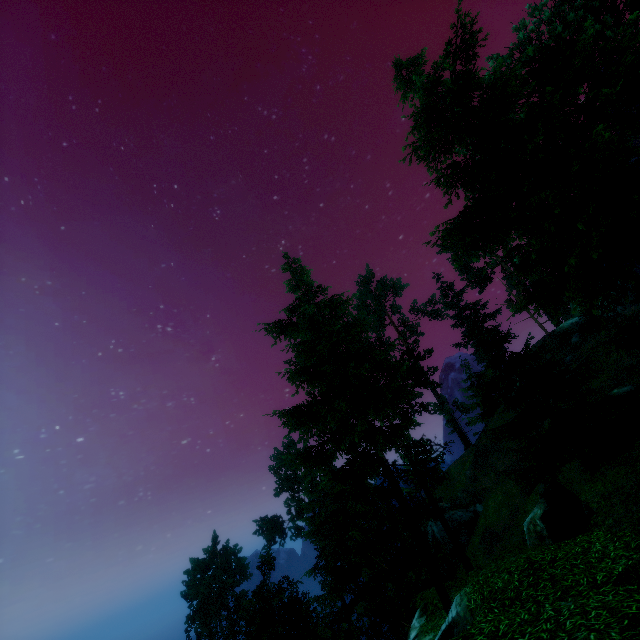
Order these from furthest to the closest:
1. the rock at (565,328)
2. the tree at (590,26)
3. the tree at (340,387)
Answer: the rock at (565,328) < the tree at (340,387) < the tree at (590,26)

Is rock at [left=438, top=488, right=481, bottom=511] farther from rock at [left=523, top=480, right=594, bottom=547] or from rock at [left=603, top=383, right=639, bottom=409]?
rock at [left=523, top=480, right=594, bottom=547]

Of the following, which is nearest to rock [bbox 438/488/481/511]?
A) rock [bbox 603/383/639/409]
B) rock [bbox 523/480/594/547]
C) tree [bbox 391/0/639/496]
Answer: tree [bbox 391/0/639/496]

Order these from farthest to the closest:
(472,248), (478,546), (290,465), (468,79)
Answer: (290,465) < (472,248) < (478,546) < (468,79)

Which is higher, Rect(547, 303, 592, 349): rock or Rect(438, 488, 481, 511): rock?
Rect(547, 303, 592, 349): rock

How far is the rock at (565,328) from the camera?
32.9m

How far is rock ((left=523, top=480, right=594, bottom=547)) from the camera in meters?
8.8

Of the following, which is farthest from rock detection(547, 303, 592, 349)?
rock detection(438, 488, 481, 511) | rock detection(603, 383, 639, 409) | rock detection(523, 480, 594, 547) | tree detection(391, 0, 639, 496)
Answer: rock detection(523, 480, 594, 547)
